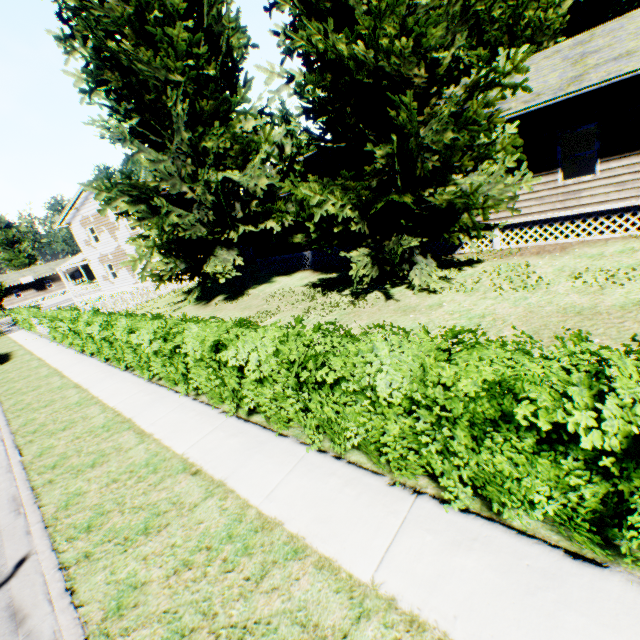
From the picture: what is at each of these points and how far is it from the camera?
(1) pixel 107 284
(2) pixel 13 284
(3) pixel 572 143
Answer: (1) house, 31.8 meters
(2) house, 57.9 meters
(3) plant, 15.0 meters

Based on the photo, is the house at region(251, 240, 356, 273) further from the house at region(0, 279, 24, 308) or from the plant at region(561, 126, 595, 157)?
the house at region(0, 279, 24, 308)

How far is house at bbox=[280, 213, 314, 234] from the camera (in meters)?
17.97

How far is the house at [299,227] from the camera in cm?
1797

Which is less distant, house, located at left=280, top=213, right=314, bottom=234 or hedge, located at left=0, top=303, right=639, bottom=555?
hedge, located at left=0, top=303, right=639, bottom=555

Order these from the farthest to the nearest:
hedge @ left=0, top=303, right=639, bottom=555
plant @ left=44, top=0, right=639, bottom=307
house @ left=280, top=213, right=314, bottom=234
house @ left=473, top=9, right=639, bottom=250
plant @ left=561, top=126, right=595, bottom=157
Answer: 1. house @ left=280, top=213, right=314, bottom=234
2. plant @ left=561, top=126, right=595, bottom=157
3. house @ left=473, top=9, right=639, bottom=250
4. plant @ left=44, top=0, right=639, bottom=307
5. hedge @ left=0, top=303, right=639, bottom=555

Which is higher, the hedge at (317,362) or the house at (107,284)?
the house at (107,284)
